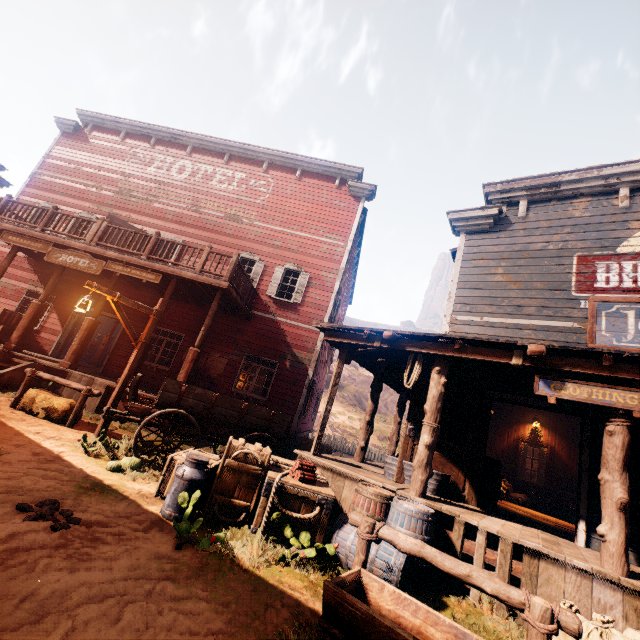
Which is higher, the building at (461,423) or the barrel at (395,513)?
the building at (461,423)

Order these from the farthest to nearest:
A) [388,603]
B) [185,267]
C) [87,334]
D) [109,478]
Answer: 1. [185,267]
2. [87,334]
3. [109,478]
4. [388,603]

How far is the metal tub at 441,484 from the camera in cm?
612

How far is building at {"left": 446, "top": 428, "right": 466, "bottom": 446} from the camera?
6.9m

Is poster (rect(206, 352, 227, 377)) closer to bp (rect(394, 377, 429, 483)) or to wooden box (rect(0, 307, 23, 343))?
wooden box (rect(0, 307, 23, 343))

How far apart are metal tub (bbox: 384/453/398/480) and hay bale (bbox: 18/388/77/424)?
→ 7.0 meters

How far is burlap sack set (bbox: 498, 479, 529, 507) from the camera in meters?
10.6 m

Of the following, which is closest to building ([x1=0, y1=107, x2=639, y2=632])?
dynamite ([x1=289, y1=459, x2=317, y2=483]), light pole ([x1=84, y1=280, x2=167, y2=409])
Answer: light pole ([x1=84, y1=280, x2=167, y2=409])
